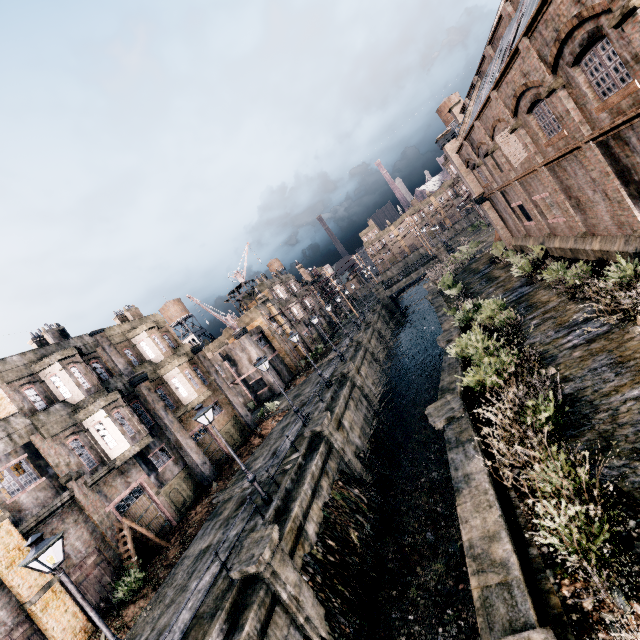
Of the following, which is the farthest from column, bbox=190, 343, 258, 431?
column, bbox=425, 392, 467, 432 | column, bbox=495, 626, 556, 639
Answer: column, bbox=495, 626, 556, 639

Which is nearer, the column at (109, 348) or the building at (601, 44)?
the building at (601, 44)

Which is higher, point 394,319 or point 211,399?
point 211,399

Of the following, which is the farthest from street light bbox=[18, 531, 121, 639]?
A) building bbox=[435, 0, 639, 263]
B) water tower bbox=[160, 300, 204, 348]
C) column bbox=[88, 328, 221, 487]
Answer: water tower bbox=[160, 300, 204, 348]

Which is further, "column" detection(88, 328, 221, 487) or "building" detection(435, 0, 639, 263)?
"column" detection(88, 328, 221, 487)

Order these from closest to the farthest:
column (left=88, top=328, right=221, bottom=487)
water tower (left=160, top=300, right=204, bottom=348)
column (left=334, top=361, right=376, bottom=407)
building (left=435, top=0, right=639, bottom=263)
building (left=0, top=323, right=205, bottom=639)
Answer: building (left=435, top=0, right=639, bottom=263)
building (left=0, top=323, right=205, bottom=639)
column (left=88, top=328, right=221, bottom=487)
column (left=334, top=361, right=376, bottom=407)
water tower (left=160, top=300, right=204, bottom=348)

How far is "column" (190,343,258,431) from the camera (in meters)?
29.28

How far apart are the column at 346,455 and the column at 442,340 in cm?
818
